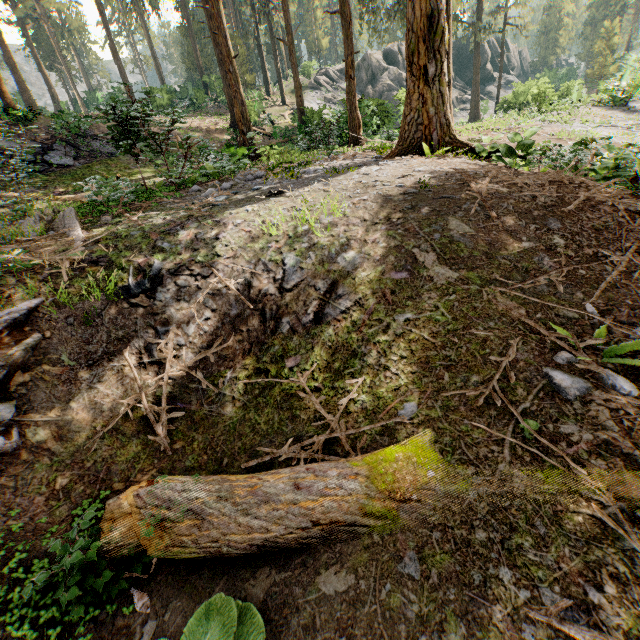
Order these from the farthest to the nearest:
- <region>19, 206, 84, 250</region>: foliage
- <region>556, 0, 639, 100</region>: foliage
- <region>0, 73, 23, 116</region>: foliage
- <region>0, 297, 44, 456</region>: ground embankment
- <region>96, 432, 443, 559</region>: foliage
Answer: <region>556, 0, 639, 100</region>: foliage
<region>0, 73, 23, 116</region>: foliage
<region>19, 206, 84, 250</region>: foliage
<region>0, 297, 44, 456</region>: ground embankment
<region>96, 432, 443, 559</region>: foliage

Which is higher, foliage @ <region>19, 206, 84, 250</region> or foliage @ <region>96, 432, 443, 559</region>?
foliage @ <region>19, 206, 84, 250</region>

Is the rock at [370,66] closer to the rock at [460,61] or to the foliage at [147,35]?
the foliage at [147,35]

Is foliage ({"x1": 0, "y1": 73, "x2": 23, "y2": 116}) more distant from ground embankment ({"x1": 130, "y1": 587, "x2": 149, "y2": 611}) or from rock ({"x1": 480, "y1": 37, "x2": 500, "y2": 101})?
rock ({"x1": 480, "y1": 37, "x2": 500, "y2": 101})

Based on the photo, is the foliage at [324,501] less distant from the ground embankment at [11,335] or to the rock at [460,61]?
the ground embankment at [11,335]

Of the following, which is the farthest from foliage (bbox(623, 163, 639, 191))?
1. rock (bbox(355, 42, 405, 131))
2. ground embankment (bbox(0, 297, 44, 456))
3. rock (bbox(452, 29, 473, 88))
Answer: rock (bbox(452, 29, 473, 88))

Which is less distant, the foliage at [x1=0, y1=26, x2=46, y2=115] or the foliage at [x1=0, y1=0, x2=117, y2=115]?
the foliage at [x1=0, y1=26, x2=46, y2=115]

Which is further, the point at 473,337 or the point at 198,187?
the point at 198,187
